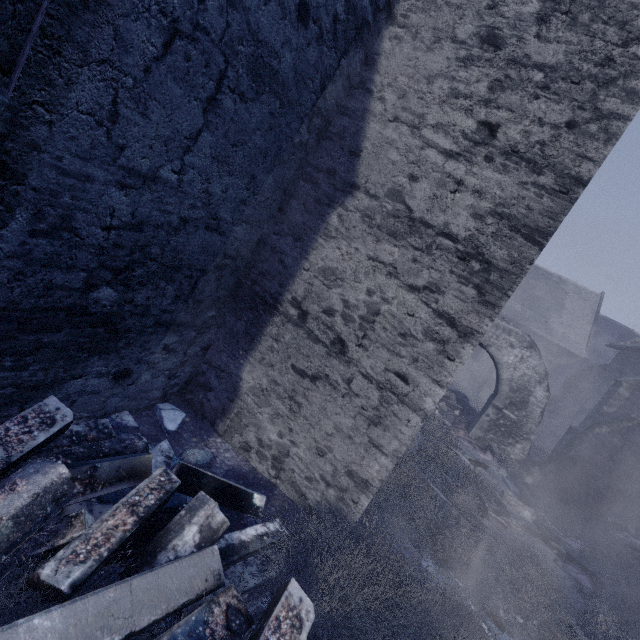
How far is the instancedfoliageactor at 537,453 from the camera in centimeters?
1296cm

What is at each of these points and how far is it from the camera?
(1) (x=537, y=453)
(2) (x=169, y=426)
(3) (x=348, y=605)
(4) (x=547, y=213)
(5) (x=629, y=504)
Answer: (1) instancedfoliageactor, 14.1 meters
(2) instancedfoliageactor, 3.4 meters
(3) instancedfoliageactor, 2.5 meters
(4) building, 2.9 meters
(5) building, 10.5 meters

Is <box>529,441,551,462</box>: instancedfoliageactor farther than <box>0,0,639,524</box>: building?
Yes

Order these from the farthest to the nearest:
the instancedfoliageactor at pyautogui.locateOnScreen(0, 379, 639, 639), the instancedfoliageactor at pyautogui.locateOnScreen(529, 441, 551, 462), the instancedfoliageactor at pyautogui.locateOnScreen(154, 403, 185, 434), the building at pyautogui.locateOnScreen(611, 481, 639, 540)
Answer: the instancedfoliageactor at pyautogui.locateOnScreen(529, 441, 551, 462)
the building at pyautogui.locateOnScreen(611, 481, 639, 540)
the instancedfoliageactor at pyautogui.locateOnScreen(154, 403, 185, 434)
the instancedfoliageactor at pyautogui.locateOnScreen(0, 379, 639, 639)

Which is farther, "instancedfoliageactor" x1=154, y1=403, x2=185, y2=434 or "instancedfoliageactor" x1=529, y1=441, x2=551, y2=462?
"instancedfoliageactor" x1=529, y1=441, x2=551, y2=462
